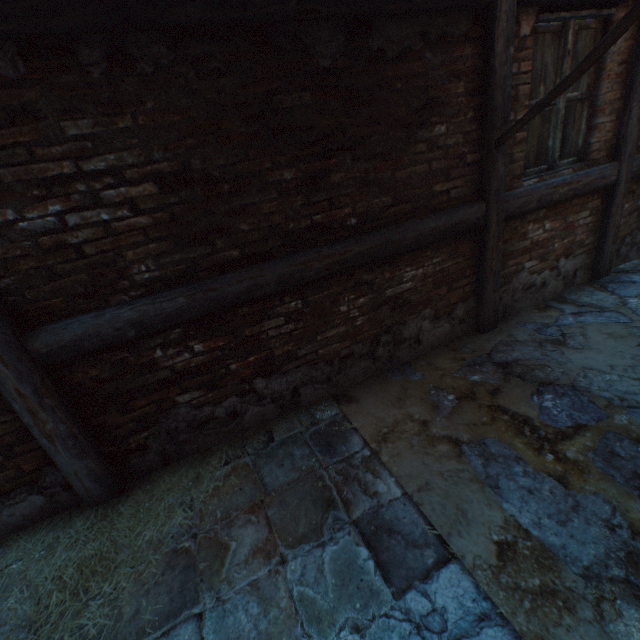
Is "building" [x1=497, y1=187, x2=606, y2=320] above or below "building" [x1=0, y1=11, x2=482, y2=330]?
below

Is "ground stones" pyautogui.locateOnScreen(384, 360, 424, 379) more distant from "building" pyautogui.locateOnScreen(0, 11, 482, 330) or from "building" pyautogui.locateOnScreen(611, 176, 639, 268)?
"building" pyautogui.locateOnScreen(0, 11, 482, 330)

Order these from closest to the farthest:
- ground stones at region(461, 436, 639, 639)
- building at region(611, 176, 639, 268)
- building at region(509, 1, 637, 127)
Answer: ground stones at region(461, 436, 639, 639)
building at region(509, 1, 637, 127)
building at region(611, 176, 639, 268)

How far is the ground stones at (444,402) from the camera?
2.65m

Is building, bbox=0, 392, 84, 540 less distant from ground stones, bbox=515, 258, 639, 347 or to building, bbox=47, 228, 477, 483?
building, bbox=47, 228, 477, 483

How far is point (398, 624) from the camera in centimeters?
154cm

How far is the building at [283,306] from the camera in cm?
235

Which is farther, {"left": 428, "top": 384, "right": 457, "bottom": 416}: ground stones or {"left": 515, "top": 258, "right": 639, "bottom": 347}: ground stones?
{"left": 515, "top": 258, "right": 639, "bottom": 347}: ground stones
